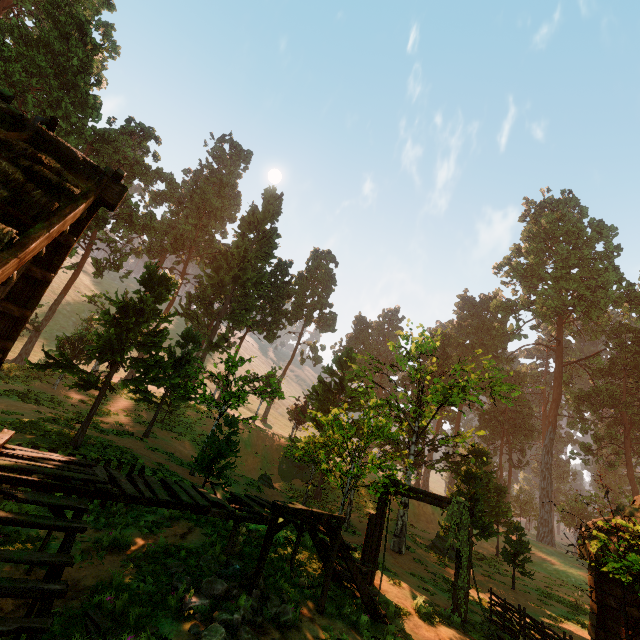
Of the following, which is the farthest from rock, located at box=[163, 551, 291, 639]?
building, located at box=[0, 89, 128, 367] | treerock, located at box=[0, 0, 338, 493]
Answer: treerock, located at box=[0, 0, 338, 493]

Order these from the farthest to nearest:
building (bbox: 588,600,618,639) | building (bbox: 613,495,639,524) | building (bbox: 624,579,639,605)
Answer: building (bbox: 613,495,639,524), building (bbox: 588,600,618,639), building (bbox: 624,579,639,605)

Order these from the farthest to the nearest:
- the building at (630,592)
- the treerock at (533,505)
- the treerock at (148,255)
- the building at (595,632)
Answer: the treerock at (148,255) → the treerock at (533,505) → the building at (595,632) → the building at (630,592)

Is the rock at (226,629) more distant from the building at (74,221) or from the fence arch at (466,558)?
the fence arch at (466,558)

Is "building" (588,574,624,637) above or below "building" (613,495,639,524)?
below

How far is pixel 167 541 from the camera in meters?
8.0

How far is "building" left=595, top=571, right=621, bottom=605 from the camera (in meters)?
10.98

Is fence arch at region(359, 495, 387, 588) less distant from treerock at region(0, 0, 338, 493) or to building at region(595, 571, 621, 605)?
building at region(595, 571, 621, 605)
